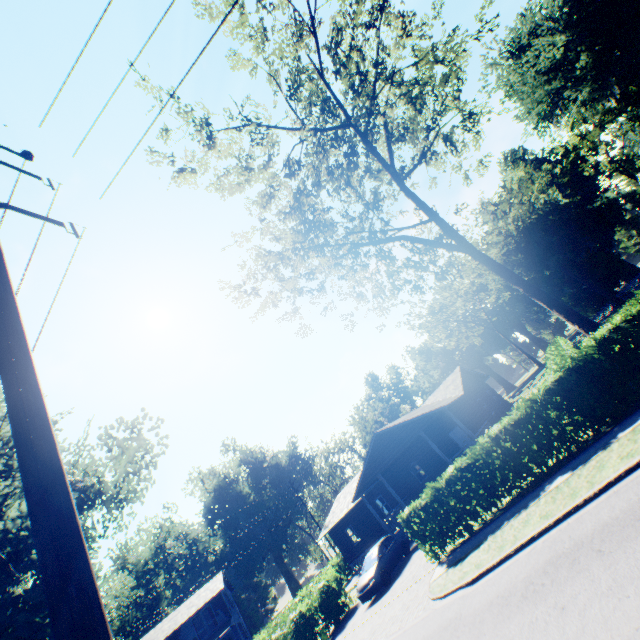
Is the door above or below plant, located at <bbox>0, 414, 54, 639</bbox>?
below

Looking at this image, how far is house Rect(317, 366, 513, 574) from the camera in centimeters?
2336cm

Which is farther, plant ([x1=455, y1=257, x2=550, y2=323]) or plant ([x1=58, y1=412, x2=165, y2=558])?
plant ([x1=455, y1=257, x2=550, y2=323])

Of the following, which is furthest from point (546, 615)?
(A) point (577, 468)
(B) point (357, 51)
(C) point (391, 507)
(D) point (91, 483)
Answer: (C) point (391, 507)

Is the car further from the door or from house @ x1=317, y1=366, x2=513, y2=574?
the door

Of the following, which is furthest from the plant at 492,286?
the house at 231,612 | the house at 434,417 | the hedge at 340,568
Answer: the house at 231,612

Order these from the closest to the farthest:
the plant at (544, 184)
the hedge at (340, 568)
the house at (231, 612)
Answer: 1. the hedge at (340, 568)
2. the house at (231, 612)
3. the plant at (544, 184)

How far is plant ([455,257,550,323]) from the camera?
47.1 meters
